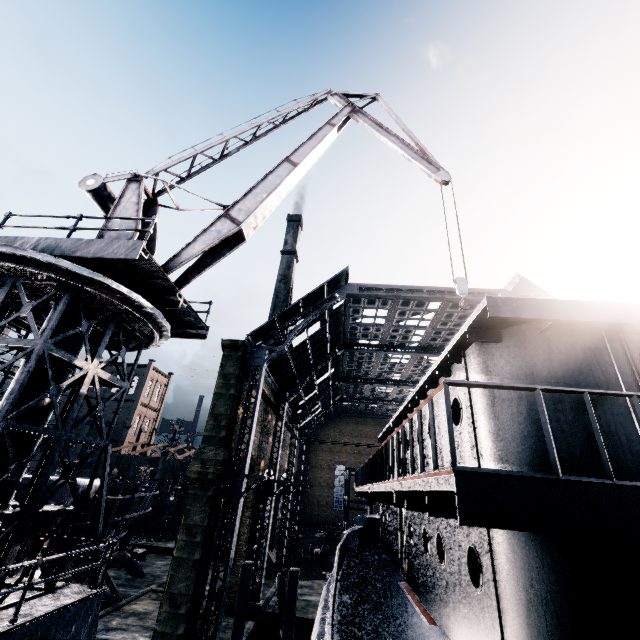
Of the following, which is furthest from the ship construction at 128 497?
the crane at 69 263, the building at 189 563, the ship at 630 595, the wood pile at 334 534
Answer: the building at 189 563

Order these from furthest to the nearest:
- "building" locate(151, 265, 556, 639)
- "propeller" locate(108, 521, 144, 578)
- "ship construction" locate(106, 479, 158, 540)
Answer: "propeller" locate(108, 521, 144, 578) < "ship construction" locate(106, 479, 158, 540) < "building" locate(151, 265, 556, 639)

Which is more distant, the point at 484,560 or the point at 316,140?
the point at 316,140

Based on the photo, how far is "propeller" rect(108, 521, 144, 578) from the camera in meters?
31.3

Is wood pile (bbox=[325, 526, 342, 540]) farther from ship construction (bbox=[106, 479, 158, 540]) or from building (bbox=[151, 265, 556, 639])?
building (bbox=[151, 265, 556, 639])

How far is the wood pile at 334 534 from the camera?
51.7m

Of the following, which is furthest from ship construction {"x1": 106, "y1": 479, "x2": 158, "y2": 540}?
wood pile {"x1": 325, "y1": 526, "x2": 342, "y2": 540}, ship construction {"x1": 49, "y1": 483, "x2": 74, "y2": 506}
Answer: wood pile {"x1": 325, "y1": 526, "x2": 342, "y2": 540}

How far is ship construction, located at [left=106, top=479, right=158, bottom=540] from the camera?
25.7 meters
